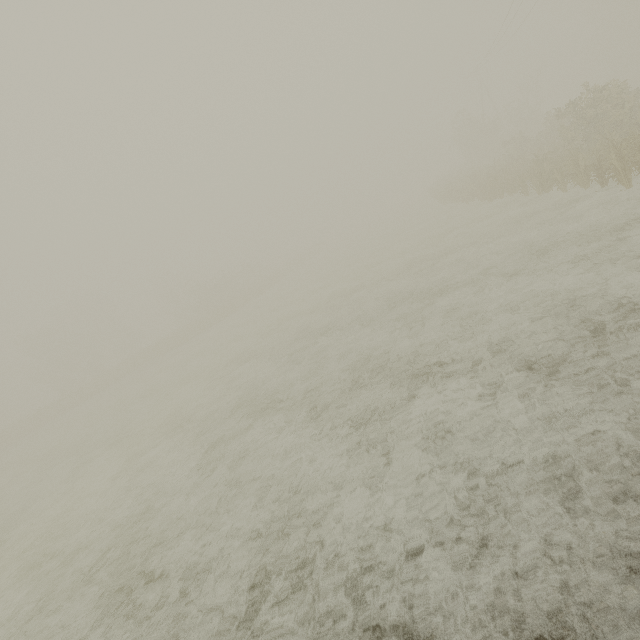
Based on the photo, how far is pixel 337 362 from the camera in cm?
1066
